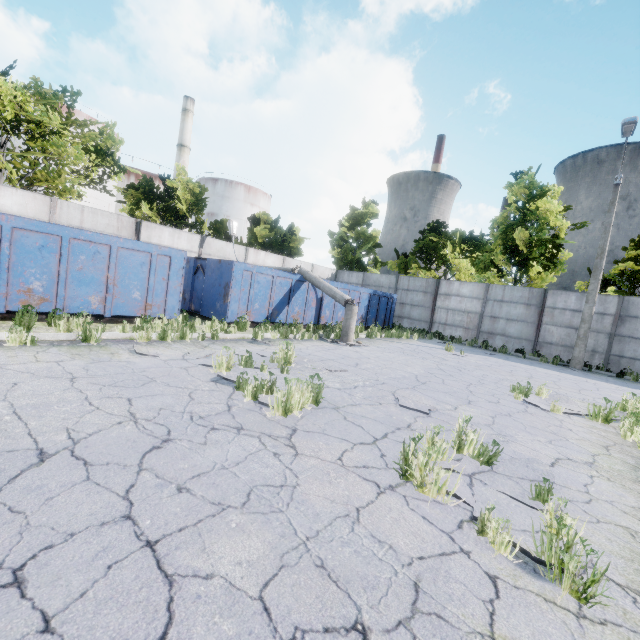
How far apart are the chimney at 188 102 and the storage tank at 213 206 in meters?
5.8 m

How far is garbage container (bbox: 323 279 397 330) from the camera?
15.9 meters

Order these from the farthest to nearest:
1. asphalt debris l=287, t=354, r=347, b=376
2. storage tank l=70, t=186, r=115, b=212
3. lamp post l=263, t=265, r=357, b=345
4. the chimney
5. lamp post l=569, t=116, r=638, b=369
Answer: the chimney, storage tank l=70, t=186, r=115, b=212, lamp post l=569, t=116, r=638, b=369, lamp post l=263, t=265, r=357, b=345, asphalt debris l=287, t=354, r=347, b=376

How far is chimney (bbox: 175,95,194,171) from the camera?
44.1m

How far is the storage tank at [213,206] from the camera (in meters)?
51.34

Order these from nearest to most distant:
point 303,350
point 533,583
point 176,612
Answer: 1. point 176,612
2. point 533,583
3. point 303,350

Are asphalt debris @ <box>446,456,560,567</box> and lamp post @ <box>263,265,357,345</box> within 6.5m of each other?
no

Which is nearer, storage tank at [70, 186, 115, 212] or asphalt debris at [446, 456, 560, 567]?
asphalt debris at [446, 456, 560, 567]
